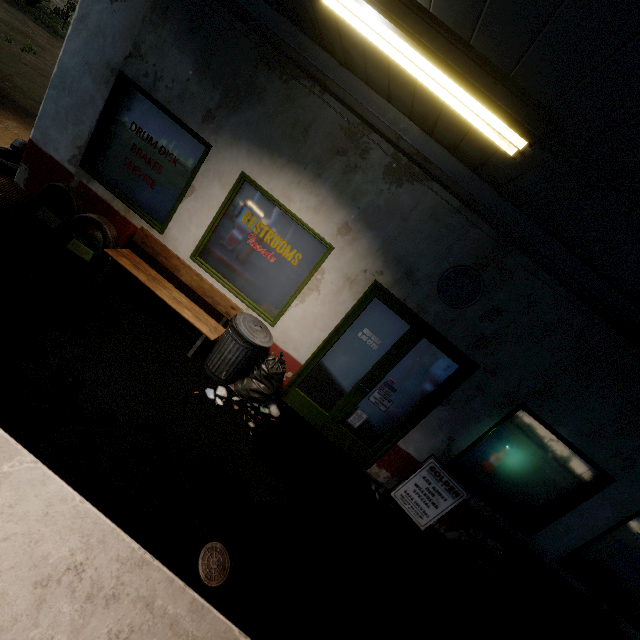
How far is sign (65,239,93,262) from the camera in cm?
485

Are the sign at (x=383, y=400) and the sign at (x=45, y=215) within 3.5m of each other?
no

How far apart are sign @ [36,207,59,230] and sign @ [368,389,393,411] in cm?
555

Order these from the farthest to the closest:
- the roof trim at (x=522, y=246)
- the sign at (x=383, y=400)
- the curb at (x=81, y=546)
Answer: the sign at (x=383, y=400)
the roof trim at (x=522, y=246)
the curb at (x=81, y=546)

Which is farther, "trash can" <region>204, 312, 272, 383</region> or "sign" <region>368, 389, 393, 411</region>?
"sign" <region>368, 389, 393, 411</region>

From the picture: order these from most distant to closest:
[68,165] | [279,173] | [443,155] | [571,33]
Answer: [68,165], [279,173], [443,155], [571,33]

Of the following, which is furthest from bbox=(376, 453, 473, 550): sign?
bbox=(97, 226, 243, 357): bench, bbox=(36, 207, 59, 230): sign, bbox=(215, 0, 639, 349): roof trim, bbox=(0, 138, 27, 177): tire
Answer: bbox=(0, 138, 27, 177): tire

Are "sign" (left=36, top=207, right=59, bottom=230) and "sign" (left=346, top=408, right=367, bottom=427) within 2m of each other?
no
